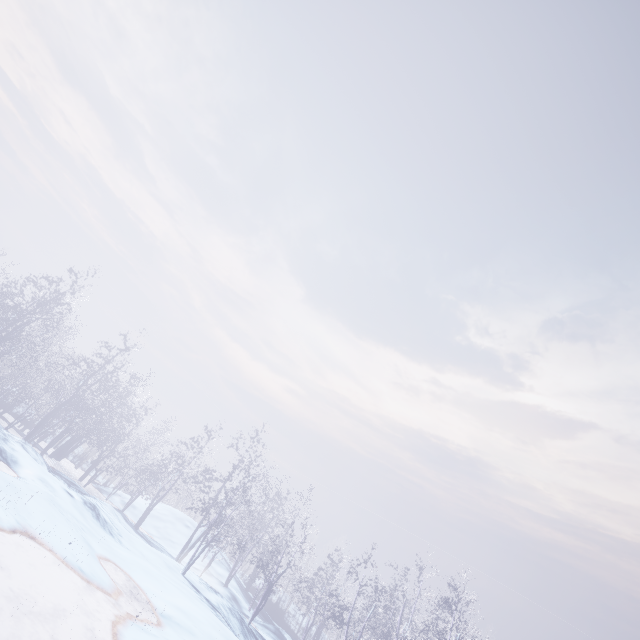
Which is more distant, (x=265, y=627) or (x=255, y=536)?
(x=255, y=536)
